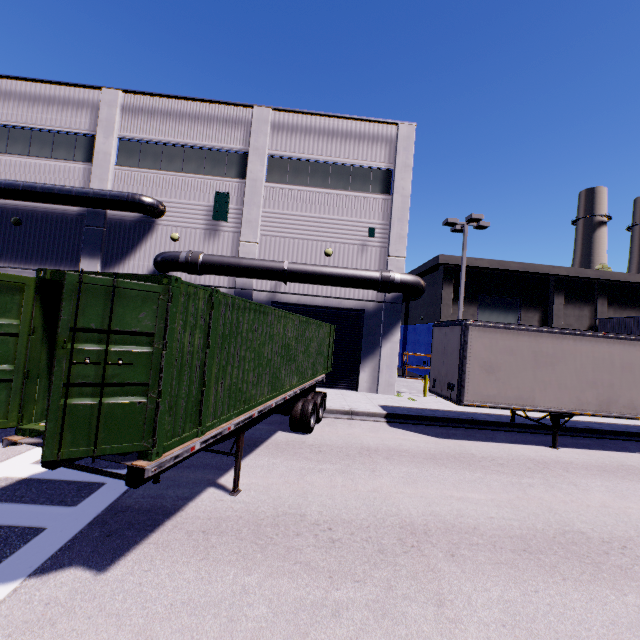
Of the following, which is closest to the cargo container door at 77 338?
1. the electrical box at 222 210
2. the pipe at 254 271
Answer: the pipe at 254 271

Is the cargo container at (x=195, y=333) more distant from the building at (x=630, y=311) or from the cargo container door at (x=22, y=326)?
the building at (x=630, y=311)

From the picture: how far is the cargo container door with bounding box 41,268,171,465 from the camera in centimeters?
323cm

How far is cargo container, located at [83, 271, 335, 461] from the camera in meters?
3.8

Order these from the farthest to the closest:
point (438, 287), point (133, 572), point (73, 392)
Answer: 1. point (438, 287)
2. point (133, 572)
3. point (73, 392)

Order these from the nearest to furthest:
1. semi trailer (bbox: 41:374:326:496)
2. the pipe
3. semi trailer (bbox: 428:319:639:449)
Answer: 1. semi trailer (bbox: 41:374:326:496)
2. semi trailer (bbox: 428:319:639:449)
3. the pipe

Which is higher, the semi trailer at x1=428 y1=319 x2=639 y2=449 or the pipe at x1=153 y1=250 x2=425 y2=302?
the pipe at x1=153 y1=250 x2=425 y2=302

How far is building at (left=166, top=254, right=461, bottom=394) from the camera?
17.0 meters
